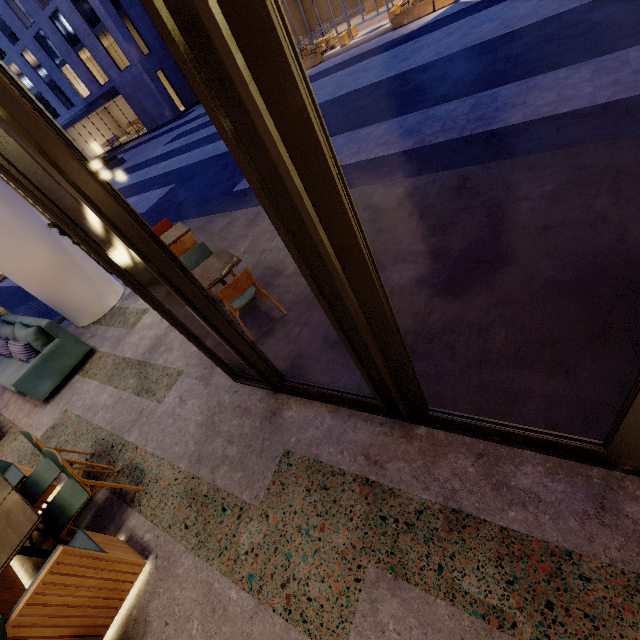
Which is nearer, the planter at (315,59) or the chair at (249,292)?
the chair at (249,292)

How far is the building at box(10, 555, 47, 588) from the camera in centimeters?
311cm

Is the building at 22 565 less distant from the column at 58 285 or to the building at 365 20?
the column at 58 285

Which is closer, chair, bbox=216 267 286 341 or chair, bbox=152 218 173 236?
chair, bbox=216 267 286 341

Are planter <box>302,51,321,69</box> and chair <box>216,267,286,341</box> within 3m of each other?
no

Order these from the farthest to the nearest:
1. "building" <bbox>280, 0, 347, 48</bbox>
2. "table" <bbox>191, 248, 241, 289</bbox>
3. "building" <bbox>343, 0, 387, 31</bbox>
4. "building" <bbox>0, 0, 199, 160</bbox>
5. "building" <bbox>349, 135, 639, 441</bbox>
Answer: "building" <bbox>0, 0, 199, 160</bbox>
"building" <bbox>280, 0, 347, 48</bbox>
"building" <bbox>343, 0, 387, 31</bbox>
"table" <bbox>191, 248, 241, 289</bbox>
"building" <bbox>349, 135, 639, 441</bbox>

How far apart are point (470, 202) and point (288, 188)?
3.80m
